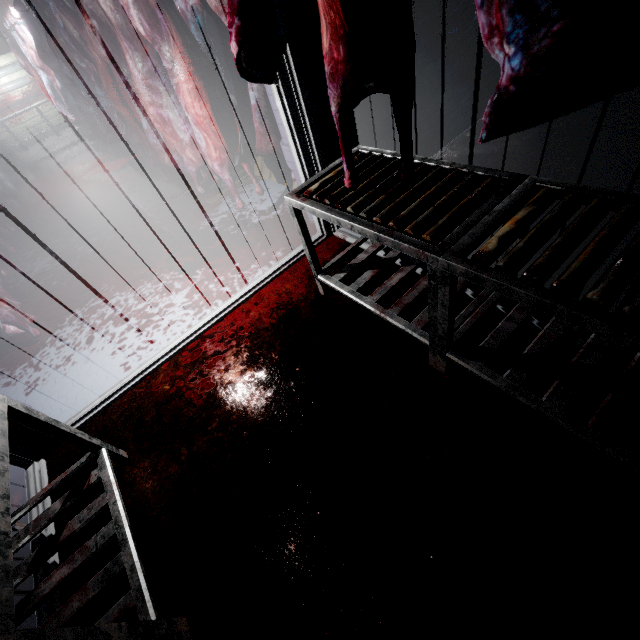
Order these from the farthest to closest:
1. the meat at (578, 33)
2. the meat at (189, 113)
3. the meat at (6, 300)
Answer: the meat at (6, 300), the meat at (189, 113), the meat at (578, 33)

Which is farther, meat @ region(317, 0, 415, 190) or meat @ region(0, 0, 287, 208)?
meat @ region(0, 0, 287, 208)

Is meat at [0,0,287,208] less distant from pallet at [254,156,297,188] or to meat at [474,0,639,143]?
pallet at [254,156,297,188]

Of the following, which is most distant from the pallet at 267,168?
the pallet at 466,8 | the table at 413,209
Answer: the table at 413,209

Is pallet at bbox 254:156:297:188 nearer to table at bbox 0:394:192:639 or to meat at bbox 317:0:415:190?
meat at bbox 317:0:415:190

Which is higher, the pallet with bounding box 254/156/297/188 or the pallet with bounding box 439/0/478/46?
the pallet with bounding box 439/0/478/46

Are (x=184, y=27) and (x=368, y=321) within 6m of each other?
yes

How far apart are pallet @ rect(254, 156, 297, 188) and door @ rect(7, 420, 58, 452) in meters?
2.8 m
